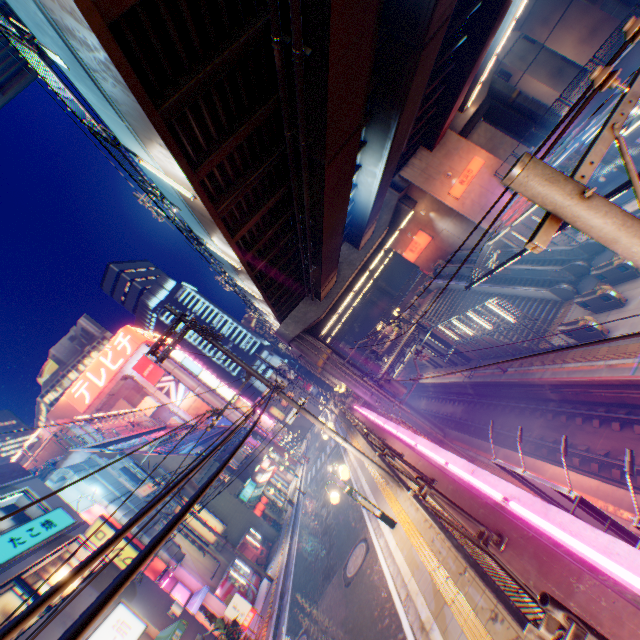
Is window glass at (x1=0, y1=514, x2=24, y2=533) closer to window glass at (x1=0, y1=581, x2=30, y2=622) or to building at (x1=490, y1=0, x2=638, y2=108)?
window glass at (x1=0, y1=581, x2=30, y2=622)

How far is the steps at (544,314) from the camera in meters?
21.8

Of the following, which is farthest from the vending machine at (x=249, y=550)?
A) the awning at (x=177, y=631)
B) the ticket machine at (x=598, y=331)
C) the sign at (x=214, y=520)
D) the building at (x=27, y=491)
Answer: the ticket machine at (x=598, y=331)

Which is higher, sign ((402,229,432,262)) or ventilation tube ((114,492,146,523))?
ventilation tube ((114,492,146,523))

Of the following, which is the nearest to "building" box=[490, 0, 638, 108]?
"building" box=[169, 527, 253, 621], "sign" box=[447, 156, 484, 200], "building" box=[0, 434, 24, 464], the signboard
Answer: "sign" box=[447, 156, 484, 200]

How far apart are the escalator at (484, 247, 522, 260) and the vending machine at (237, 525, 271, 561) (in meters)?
29.22

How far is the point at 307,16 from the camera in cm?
609

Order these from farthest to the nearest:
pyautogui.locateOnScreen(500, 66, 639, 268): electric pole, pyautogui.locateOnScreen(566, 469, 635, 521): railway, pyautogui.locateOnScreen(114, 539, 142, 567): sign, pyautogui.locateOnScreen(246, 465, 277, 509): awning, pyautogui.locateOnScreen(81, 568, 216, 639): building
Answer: pyautogui.locateOnScreen(246, 465, 277, 509): awning
pyautogui.locateOnScreen(114, 539, 142, 567): sign
pyautogui.locateOnScreen(81, 568, 216, 639): building
pyautogui.locateOnScreen(566, 469, 635, 521): railway
pyautogui.locateOnScreen(500, 66, 639, 268): electric pole
